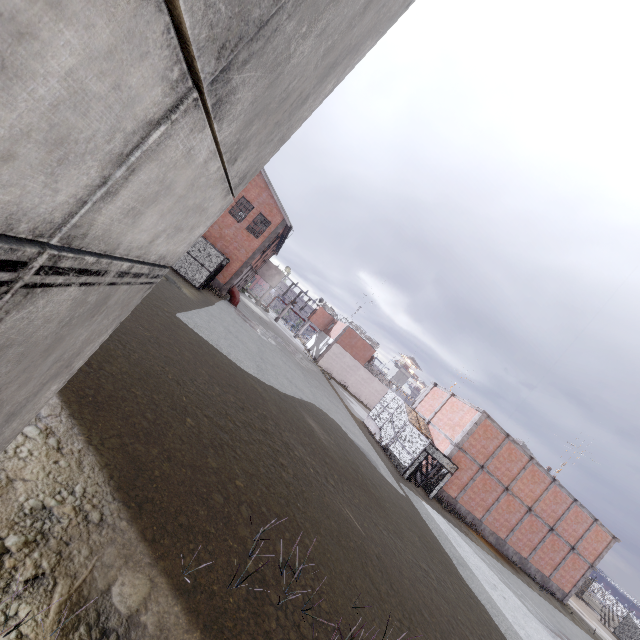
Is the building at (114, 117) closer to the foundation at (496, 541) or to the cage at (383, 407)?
the cage at (383, 407)

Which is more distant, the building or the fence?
the fence

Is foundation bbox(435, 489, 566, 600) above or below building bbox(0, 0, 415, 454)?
below

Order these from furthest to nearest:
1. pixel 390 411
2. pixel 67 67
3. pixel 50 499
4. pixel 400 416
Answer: pixel 390 411 → pixel 400 416 → pixel 50 499 → pixel 67 67

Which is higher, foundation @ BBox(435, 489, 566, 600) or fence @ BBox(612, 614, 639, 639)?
fence @ BBox(612, 614, 639, 639)

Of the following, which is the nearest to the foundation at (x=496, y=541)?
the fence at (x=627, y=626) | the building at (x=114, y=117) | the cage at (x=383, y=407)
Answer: the cage at (x=383, y=407)

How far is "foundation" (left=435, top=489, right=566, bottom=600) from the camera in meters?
23.9 m

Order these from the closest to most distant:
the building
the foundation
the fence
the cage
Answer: the building < the cage < the foundation < the fence
